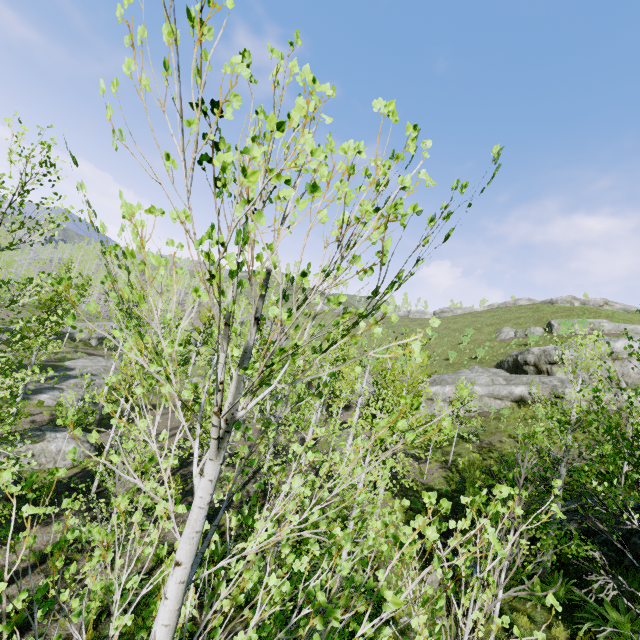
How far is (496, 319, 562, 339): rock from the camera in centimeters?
3703cm

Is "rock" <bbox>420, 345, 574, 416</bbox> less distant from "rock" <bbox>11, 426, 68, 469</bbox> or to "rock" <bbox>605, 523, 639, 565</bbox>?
"rock" <bbox>605, 523, 639, 565</bbox>

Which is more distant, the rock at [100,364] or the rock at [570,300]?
the rock at [570,300]

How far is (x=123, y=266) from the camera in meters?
1.9 m

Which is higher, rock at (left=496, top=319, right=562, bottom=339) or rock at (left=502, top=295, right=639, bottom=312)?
rock at (left=502, top=295, right=639, bottom=312)

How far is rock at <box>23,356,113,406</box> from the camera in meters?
24.0 m

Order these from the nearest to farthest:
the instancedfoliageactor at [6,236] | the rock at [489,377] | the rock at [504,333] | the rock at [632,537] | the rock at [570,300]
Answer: the instancedfoliageactor at [6,236] < the rock at [632,537] < the rock at [489,377] < the rock at [504,333] < the rock at [570,300]

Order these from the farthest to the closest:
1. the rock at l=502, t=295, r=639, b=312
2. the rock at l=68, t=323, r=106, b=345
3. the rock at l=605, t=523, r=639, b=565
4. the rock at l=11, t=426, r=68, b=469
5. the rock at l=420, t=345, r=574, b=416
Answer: the rock at l=502, t=295, r=639, b=312 → the rock at l=68, t=323, r=106, b=345 → the rock at l=420, t=345, r=574, b=416 → the rock at l=11, t=426, r=68, b=469 → the rock at l=605, t=523, r=639, b=565
